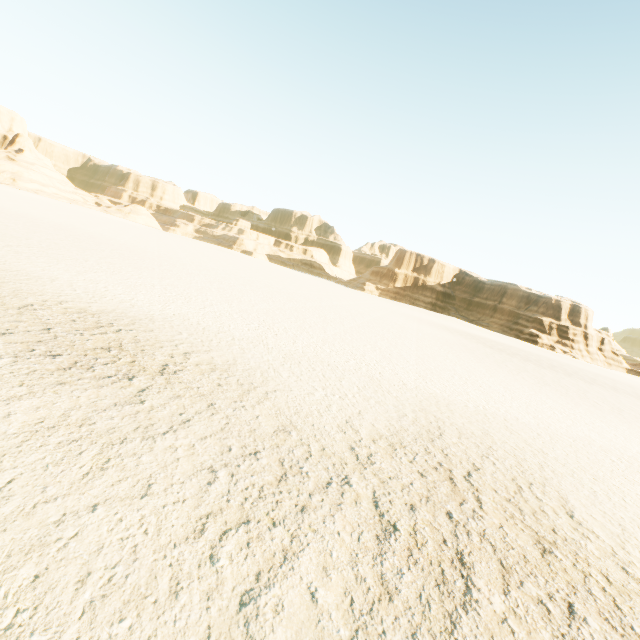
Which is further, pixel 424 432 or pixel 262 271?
pixel 262 271
